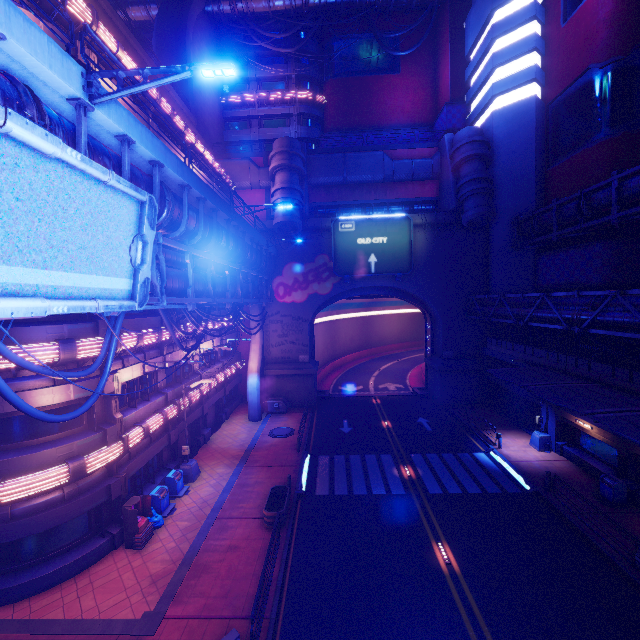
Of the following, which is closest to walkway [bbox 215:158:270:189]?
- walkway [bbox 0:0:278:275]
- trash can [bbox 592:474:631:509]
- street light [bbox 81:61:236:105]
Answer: walkway [bbox 0:0:278:275]

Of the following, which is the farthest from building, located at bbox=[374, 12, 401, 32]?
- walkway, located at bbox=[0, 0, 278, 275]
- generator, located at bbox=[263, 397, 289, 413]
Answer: generator, located at bbox=[263, 397, 289, 413]

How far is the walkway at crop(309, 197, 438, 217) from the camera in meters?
33.2

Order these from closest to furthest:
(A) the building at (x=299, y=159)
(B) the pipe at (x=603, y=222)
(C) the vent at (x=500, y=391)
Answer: (B) the pipe at (x=603, y=222) < (C) the vent at (x=500, y=391) < (A) the building at (x=299, y=159)

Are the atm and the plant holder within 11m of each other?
yes

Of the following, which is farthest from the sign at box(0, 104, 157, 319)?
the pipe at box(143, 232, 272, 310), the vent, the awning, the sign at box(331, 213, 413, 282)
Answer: the vent

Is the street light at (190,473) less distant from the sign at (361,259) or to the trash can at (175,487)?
the trash can at (175,487)

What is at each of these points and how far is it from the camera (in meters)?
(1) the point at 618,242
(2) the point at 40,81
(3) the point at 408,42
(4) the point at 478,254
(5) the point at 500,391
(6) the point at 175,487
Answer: (1) building, 20.91
(2) walkway, 6.40
(3) building, 40.12
(4) wall arch, 31.09
(5) vent, 29.02
(6) trash can, 17.77
